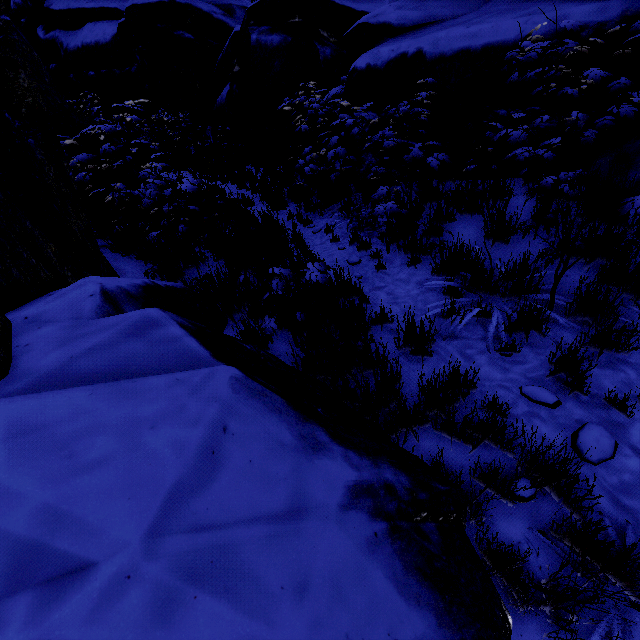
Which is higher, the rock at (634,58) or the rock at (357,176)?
the rock at (634,58)

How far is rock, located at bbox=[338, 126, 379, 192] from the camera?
5.46m

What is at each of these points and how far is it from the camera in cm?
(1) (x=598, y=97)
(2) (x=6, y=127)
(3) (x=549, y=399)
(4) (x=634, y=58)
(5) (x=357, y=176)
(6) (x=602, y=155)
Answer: (1) rock, 366
(2) rock, 243
(3) instancedfoliageactor, 225
(4) rock, 335
(5) rock, 582
(6) rock, 361

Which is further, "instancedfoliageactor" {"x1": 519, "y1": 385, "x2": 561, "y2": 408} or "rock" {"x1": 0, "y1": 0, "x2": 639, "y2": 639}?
"instancedfoliageactor" {"x1": 519, "y1": 385, "x2": 561, "y2": 408}

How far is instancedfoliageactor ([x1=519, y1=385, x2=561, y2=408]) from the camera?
2.24m

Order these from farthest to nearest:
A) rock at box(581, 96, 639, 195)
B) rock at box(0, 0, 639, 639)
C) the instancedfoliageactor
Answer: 1. rock at box(581, 96, 639, 195)
2. the instancedfoliageactor
3. rock at box(0, 0, 639, 639)
